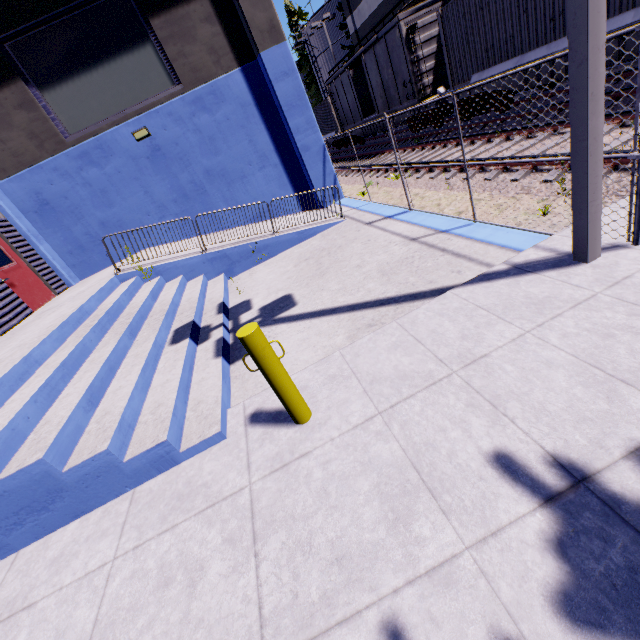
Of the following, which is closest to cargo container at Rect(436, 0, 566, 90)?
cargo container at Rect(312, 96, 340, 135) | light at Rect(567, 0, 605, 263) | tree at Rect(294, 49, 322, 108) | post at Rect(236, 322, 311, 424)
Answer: light at Rect(567, 0, 605, 263)

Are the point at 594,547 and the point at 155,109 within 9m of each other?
no

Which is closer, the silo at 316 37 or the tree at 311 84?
the silo at 316 37

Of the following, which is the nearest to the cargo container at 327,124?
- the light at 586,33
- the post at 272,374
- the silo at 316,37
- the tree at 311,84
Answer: the silo at 316,37

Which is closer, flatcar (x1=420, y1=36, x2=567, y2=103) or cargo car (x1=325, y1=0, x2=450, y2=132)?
flatcar (x1=420, y1=36, x2=567, y2=103)

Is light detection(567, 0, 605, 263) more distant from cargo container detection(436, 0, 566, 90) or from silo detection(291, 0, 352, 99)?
silo detection(291, 0, 352, 99)

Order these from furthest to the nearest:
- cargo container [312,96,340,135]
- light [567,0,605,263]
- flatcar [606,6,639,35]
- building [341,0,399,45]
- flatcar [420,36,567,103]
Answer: cargo container [312,96,340,135]
building [341,0,399,45]
flatcar [420,36,567,103]
flatcar [606,6,639,35]
light [567,0,605,263]

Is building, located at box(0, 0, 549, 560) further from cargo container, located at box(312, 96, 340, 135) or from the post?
cargo container, located at box(312, 96, 340, 135)
